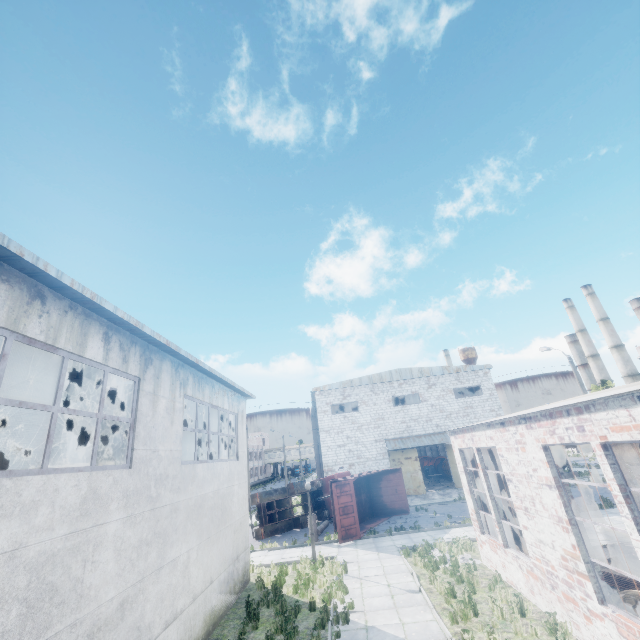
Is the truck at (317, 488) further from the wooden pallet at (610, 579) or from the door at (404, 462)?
the wooden pallet at (610, 579)

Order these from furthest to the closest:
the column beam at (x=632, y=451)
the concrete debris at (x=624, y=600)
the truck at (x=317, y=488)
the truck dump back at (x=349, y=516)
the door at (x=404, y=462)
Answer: the door at (x=404, y=462), the truck at (x=317, y=488), the truck dump back at (x=349, y=516), the column beam at (x=632, y=451), the concrete debris at (x=624, y=600)

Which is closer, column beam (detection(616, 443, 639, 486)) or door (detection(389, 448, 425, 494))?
column beam (detection(616, 443, 639, 486))

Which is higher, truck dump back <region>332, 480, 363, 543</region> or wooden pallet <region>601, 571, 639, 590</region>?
truck dump back <region>332, 480, 363, 543</region>

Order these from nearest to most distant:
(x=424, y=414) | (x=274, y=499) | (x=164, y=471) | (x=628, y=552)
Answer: (x=164, y=471)
(x=628, y=552)
(x=274, y=499)
(x=424, y=414)

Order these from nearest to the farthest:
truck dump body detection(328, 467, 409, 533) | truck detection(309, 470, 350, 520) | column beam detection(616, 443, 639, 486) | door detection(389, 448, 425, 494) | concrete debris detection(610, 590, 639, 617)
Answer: concrete debris detection(610, 590, 639, 617), column beam detection(616, 443, 639, 486), truck dump body detection(328, 467, 409, 533), truck detection(309, 470, 350, 520), door detection(389, 448, 425, 494)

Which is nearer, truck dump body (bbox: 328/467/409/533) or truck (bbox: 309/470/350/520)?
truck dump body (bbox: 328/467/409/533)

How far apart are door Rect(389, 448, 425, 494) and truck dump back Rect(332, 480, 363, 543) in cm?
1243
